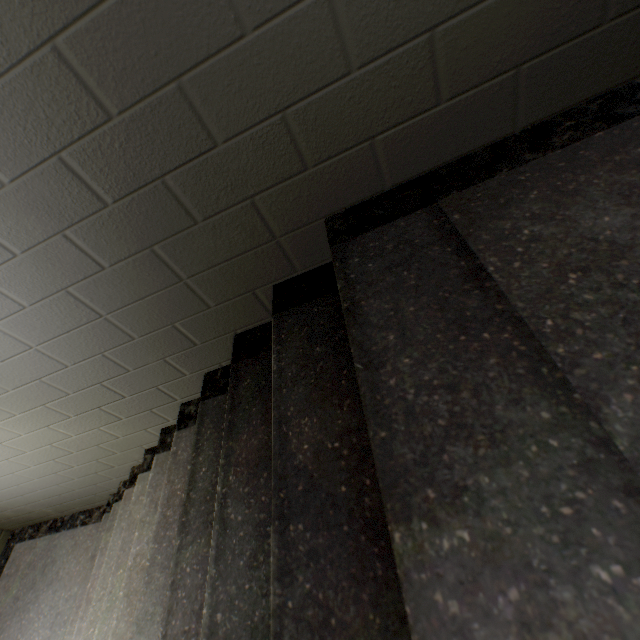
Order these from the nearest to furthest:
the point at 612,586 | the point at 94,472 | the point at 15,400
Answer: the point at 612,586 < the point at 15,400 < the point at 94,472
